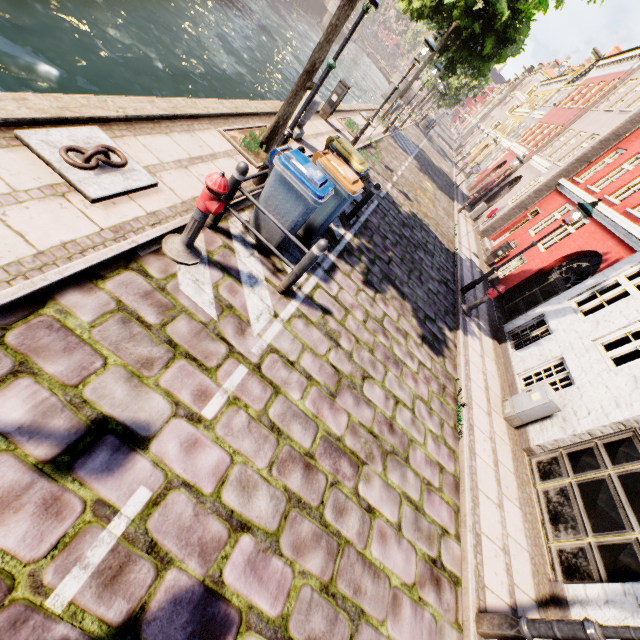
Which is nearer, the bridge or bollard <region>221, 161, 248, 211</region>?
bollard <region>221, 161, 248, 211</region>

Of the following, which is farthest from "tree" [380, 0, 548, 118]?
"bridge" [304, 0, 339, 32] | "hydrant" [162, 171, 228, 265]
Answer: "hydrant" [162, 171, 228, 265]

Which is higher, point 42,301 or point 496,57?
point 496,57

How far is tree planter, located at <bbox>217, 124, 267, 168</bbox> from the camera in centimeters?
623cm

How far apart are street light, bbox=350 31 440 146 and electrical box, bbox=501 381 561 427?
9.5 meters

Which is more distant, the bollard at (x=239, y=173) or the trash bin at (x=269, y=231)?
the trash bin at (x=269, y=231)

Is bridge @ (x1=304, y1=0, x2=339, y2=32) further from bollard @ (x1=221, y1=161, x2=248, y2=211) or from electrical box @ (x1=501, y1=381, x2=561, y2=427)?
bollard @ (x1=221, y1=161, x2=248, y2=211)

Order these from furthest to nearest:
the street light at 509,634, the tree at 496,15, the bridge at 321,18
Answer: the bridge at 321,18
the tree at 496,15
the street light at 509,634
